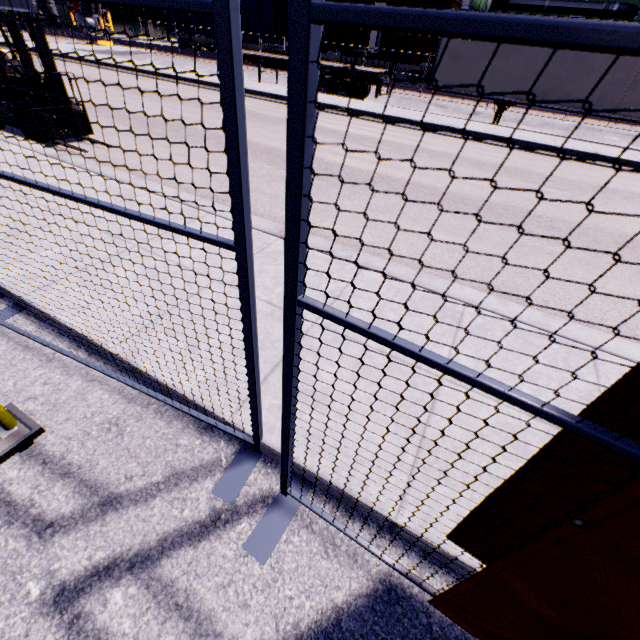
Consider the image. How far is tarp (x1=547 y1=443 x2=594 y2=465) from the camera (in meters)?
0.92

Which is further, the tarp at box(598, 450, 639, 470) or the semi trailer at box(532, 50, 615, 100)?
the semi trailer at box(532, 50, 615, 100)

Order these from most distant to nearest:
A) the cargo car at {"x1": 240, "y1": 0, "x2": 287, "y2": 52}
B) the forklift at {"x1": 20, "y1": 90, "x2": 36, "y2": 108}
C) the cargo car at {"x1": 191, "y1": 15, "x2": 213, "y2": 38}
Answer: the cargo car at {"x1": 191, "y1": 15, "x2": 213, "y2": 38} → the cargo car at {"x1": 240, "y1": 0, "x2": 287, "y2": 52} → the forklift at {"x1": 20, "y1": 90, "x2": 36, "y2": 108}

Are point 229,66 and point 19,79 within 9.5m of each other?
no

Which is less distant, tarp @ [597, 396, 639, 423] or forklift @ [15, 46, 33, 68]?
tarp @ [597, 396, 639, 423]

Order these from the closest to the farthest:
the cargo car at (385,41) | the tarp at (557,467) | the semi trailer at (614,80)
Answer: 1. the tarp at (557,467)
2. the semi trailer at (614,80)
3. the cargo car at (385,41)

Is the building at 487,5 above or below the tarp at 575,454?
above

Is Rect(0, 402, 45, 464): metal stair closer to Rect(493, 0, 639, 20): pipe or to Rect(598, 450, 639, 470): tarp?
Rect(598, 450, 639, 470): tarp
